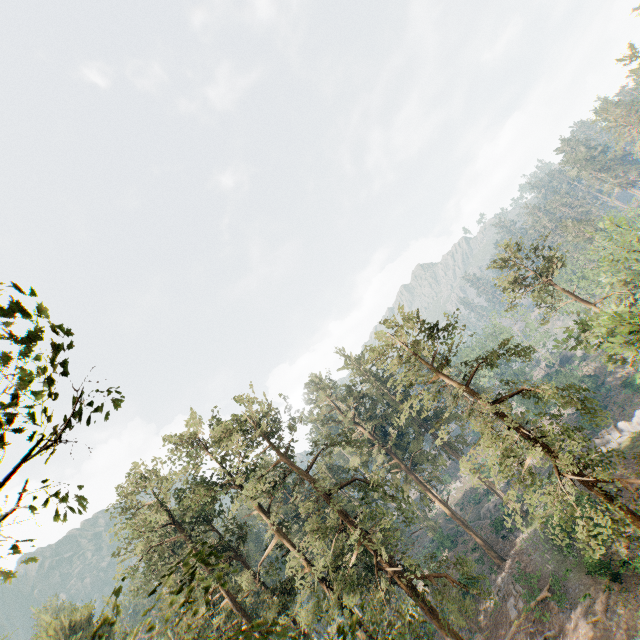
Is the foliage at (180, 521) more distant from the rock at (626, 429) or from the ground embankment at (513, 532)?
the ground embankment at (513, 532)

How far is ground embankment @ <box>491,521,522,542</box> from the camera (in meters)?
38.86

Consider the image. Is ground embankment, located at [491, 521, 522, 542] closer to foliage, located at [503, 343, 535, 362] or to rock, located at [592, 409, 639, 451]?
foliage, located at [503, 343, 535, 362]

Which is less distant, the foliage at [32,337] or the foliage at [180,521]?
the foliage at [32,337]

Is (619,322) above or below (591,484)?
above

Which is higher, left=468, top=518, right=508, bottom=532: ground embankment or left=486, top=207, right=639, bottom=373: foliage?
left=486, top=207, right=639, bottom=373: foliage

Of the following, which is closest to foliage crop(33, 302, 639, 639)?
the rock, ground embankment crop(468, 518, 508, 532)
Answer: the rock
